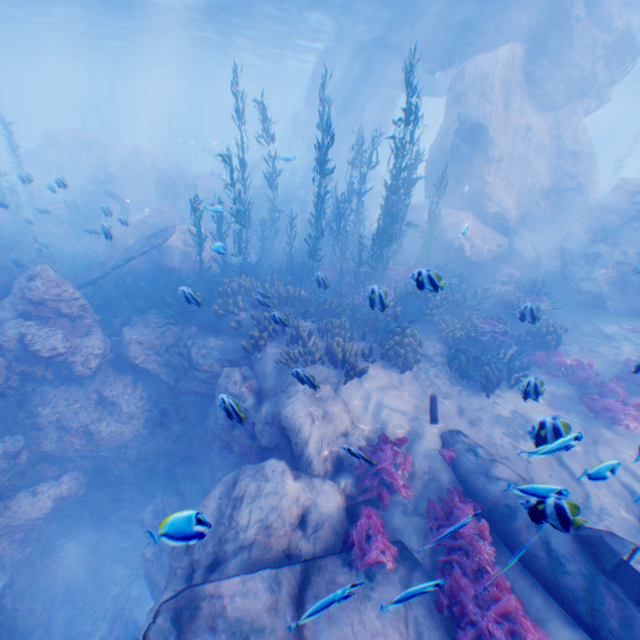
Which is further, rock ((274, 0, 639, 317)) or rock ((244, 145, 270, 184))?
rock ((244, 145, 270, 184))

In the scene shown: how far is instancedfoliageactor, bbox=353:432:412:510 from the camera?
6.6 meters

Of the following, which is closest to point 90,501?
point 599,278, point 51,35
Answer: point 599,278

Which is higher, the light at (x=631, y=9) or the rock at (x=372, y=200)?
the light at (x=631, y=9)

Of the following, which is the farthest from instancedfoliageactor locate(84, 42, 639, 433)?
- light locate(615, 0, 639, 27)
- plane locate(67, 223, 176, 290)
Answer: light locate(615, 0, 639, 27)

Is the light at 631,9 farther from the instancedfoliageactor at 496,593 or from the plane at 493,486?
the plane at 493,486
